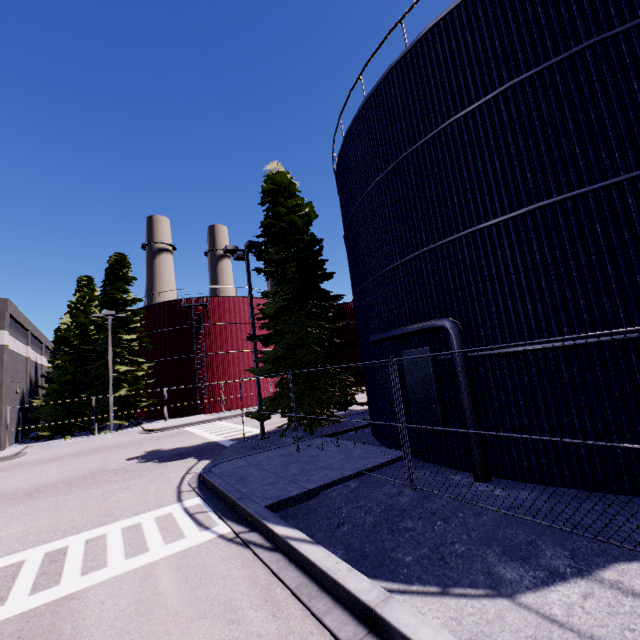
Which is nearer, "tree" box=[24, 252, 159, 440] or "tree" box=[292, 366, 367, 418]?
"tree" box=[292, 366, 367, 418]

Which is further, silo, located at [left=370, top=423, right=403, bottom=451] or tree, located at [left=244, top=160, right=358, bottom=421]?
tree, located at [left=244, top=160, right=358, bottom=421]

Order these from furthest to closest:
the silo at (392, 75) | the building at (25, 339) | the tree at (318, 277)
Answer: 1. the building at (25, 339)
2. the tree at (318, 277)
3. the silo at (392, 75)

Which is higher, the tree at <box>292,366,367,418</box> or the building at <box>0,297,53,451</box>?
the building at <box>0,297,53,451</box>

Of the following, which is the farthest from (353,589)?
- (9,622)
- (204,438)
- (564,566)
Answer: (204,438)

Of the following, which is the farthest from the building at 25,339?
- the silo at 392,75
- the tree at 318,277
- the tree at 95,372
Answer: the tree at 318,277

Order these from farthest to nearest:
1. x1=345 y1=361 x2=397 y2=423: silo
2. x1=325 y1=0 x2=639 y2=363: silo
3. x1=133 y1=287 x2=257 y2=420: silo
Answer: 1. x1=133 y1=287 x2=257 y2=420: silo
2. x1=345 y1=361 x2=397 y2=423: silo
3. x1=325 y1=0 x2=639 y2=363: silo

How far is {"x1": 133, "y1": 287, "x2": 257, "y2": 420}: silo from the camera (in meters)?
32.66
